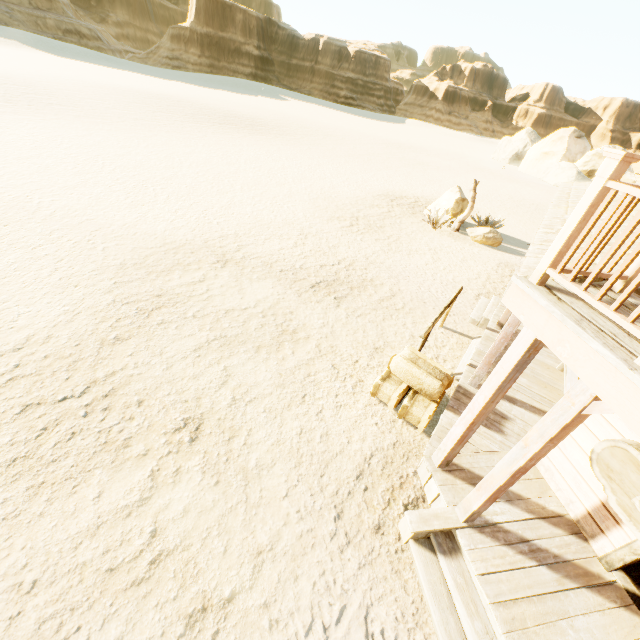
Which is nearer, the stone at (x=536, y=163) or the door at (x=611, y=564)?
the door at (x=611, y=564)

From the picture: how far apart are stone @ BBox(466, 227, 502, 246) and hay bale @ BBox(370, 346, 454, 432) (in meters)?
10.48

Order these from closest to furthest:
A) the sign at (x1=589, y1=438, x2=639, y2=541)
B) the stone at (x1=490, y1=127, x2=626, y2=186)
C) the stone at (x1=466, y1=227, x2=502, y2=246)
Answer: the sign at (x1=589, y1=438, x2=639, y2=541), the stone at (x1=466, y1=227, x2=502, y2=246), the stone at (x1=490, y1=127, x2=626, y2=186)

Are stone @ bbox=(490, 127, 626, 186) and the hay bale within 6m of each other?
→ no

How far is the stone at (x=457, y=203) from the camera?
15.3m

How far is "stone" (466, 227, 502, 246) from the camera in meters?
14.2 m

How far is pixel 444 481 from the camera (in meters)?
4.43

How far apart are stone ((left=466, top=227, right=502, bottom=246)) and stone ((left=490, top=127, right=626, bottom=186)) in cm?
3351
